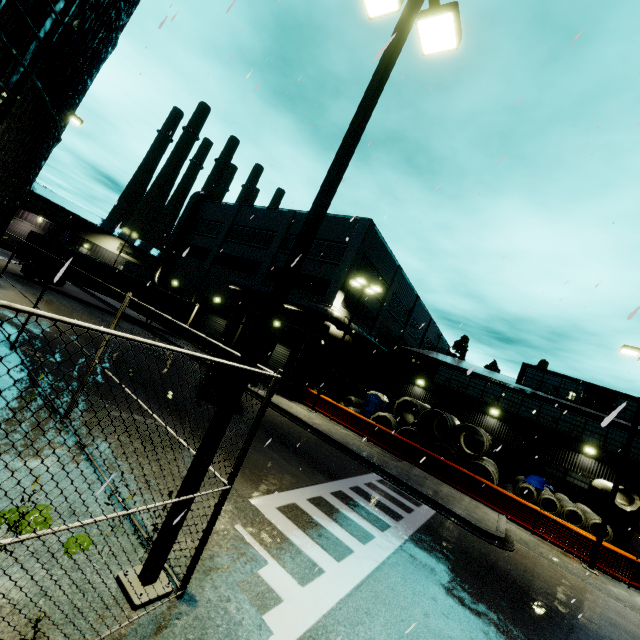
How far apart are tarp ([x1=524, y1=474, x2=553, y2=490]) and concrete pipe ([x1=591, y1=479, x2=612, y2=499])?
0.8m

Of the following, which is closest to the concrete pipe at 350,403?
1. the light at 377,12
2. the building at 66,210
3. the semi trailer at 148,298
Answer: the building at 66,210

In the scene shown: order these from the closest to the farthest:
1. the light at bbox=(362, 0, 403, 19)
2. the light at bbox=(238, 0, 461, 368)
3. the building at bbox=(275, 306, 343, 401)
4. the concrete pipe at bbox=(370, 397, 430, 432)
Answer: the light at bbox=(238, 0, 461, 368) → the light at bbox=(362, 0, 403, 19) → the concrete pipe at bbox=(370, 397, 430, 432) → the building at bbox=(275, 306, 343, 401)

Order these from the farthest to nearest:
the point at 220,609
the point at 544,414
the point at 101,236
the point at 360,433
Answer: the point at 101,236 < the point at 544,414 < the point at 360,433 < the point at 220,609

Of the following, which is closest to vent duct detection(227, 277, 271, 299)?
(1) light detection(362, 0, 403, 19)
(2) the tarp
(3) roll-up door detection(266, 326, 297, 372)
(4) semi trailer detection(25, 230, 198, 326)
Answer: (2) the tarp

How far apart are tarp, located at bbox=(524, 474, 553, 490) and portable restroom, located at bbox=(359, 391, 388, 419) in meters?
10.1 m

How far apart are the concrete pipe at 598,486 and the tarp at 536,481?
0.8 meters

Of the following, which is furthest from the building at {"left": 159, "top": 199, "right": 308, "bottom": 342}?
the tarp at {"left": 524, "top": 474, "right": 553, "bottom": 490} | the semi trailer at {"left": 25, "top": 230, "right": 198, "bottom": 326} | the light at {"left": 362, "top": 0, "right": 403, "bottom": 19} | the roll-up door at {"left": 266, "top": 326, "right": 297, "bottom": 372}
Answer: the light at {"left": 362, "top": 0, "right": 403, "bottom": 19}
